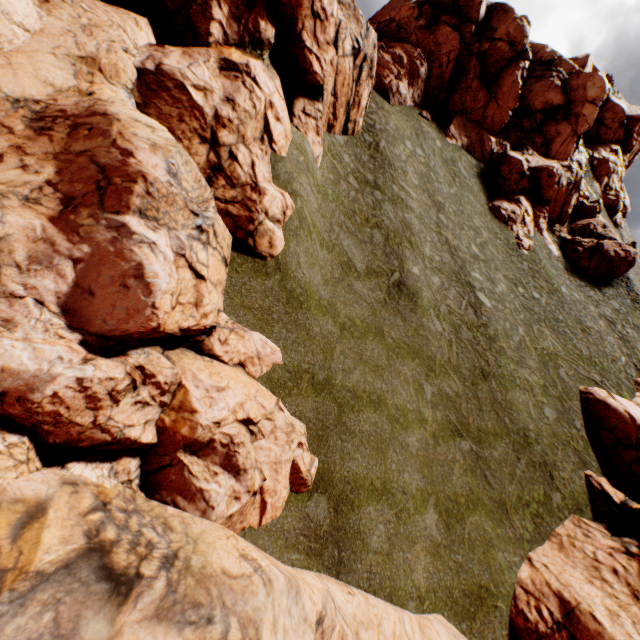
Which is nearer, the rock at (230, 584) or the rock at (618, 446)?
the rock at (230, 584)

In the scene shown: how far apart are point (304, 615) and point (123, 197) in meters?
10.7 m

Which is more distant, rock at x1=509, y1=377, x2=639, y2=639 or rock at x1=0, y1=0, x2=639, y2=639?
rock at x1=509, y1=377, x2=639, y2=639
